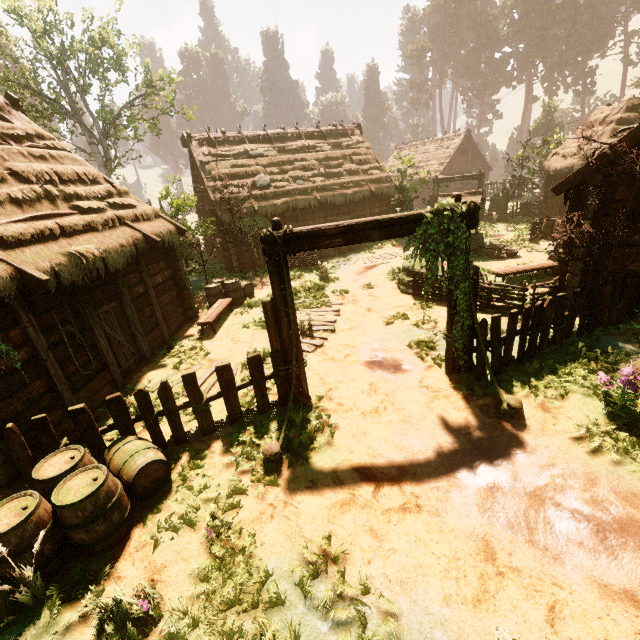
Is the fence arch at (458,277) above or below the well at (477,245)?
above

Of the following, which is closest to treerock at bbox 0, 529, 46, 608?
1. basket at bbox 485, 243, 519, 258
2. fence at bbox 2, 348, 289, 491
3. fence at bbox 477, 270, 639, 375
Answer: fence at bbox 477, 270, 639, 375

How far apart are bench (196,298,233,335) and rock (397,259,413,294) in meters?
6.6

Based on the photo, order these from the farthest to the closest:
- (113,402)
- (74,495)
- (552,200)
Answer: (552,200) → (113,402) → (74,495)

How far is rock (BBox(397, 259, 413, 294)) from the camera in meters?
12.2 m

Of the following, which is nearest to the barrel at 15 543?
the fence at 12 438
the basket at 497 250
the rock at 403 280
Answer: the fence at 12 438

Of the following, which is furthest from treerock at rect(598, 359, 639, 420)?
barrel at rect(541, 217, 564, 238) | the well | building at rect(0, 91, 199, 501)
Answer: barrel at rect(541, 217, 564, 238)

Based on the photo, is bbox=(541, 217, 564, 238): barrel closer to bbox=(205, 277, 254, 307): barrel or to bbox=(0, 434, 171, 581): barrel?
bbox=(205, 277, 254, 307): barrel
